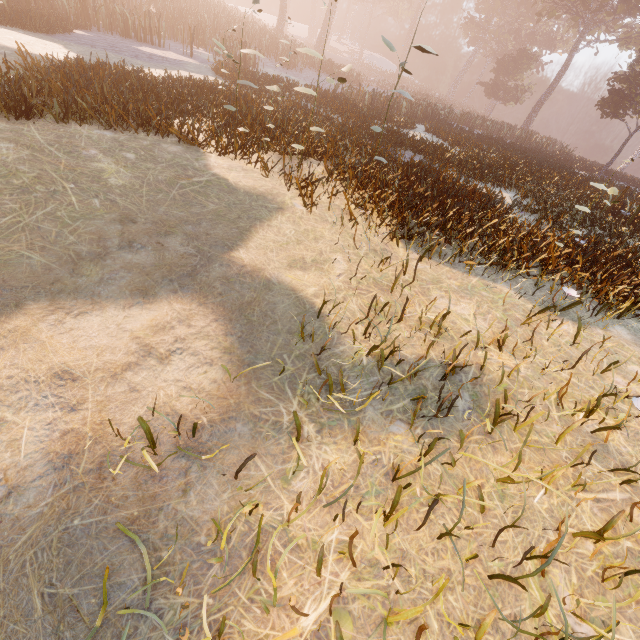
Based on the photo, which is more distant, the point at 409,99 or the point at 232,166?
→ the point at 409,99
